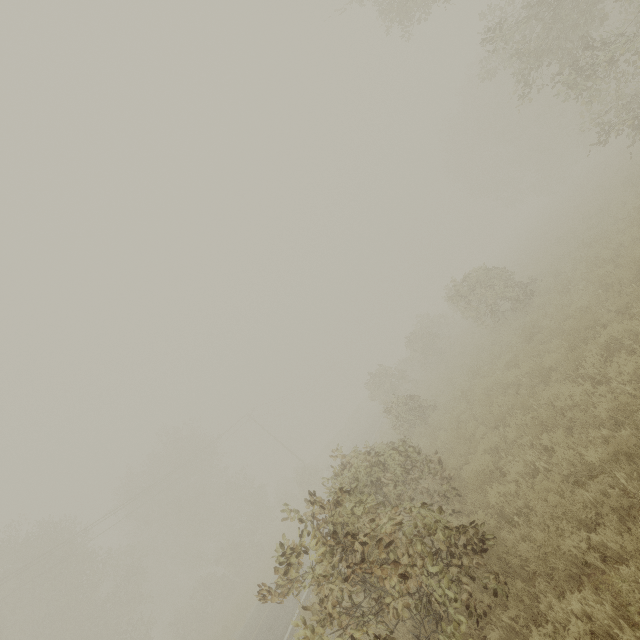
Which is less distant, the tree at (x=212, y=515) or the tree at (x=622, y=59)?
the tree at (x=212, y=515)

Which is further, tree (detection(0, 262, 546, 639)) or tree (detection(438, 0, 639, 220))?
tree (detection(438, 0, 639, 220))

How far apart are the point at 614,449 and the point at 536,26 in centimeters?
1851cm
